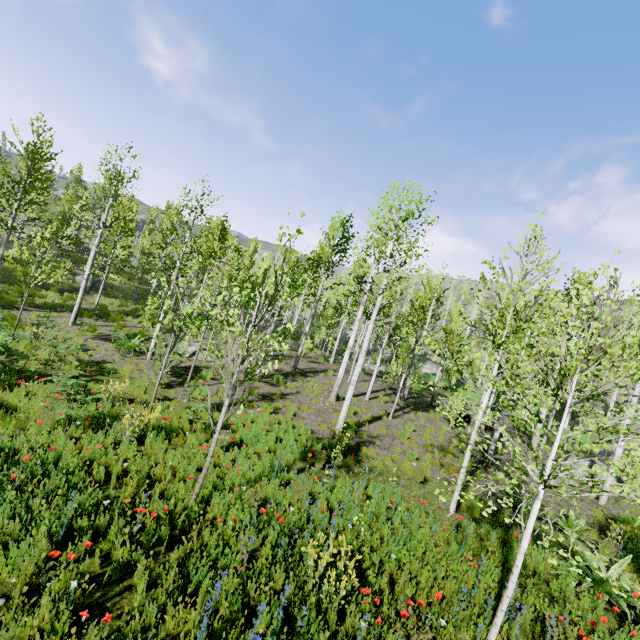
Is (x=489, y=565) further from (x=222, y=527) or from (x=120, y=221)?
(x=120, y=221)
